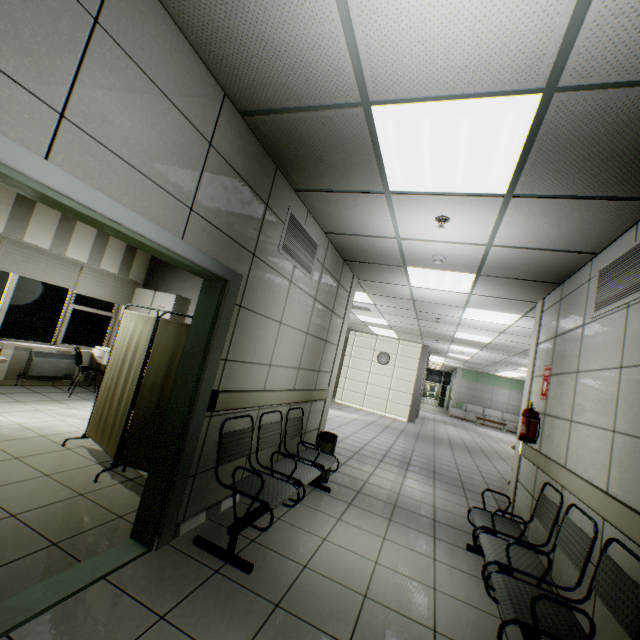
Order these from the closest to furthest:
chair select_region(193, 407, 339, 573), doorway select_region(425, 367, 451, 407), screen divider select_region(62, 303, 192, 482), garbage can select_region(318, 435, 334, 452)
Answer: chair select_region(193, 407, 339, 573) < screen divider select_region(62, 303, 192, 482) < garbage can select_region(318, 435, 334, 452) < doorway select_region(425, 367, 451, 407)

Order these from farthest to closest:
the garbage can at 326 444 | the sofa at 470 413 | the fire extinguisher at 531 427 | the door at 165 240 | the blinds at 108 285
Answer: the sofa at 470 413 → the blinds at 108 285 → the garbage can at 326 444 → the fire extinguisher at 531 427 → the door at 165 240

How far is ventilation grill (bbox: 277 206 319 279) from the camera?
3.4 meters

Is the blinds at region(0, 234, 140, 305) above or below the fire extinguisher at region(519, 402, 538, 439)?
above

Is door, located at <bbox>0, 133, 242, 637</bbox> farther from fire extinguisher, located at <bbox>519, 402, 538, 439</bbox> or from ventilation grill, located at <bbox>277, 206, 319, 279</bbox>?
fire extinguisher, located at <bbox>519, 402, 538, 439</bbox>

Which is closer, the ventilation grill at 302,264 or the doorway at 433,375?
the ventilation grill at 302,264

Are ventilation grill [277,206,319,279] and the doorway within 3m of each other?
no

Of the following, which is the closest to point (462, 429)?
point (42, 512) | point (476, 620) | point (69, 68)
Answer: point (476, 620)
